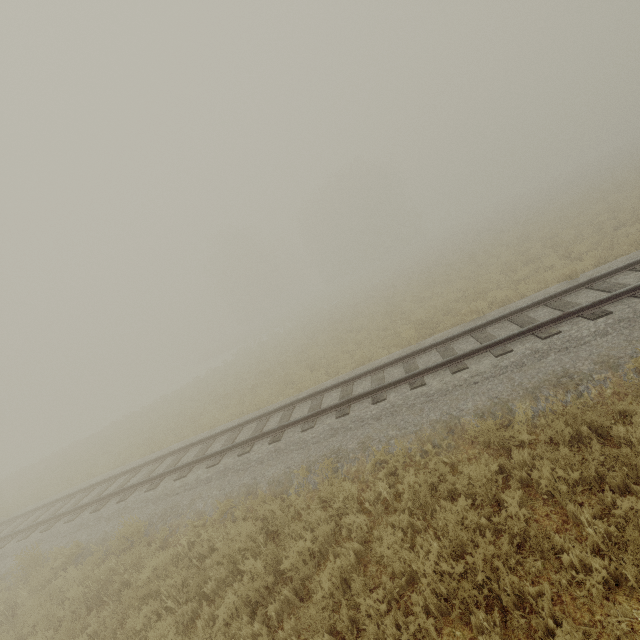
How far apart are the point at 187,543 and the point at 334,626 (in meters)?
4.69
